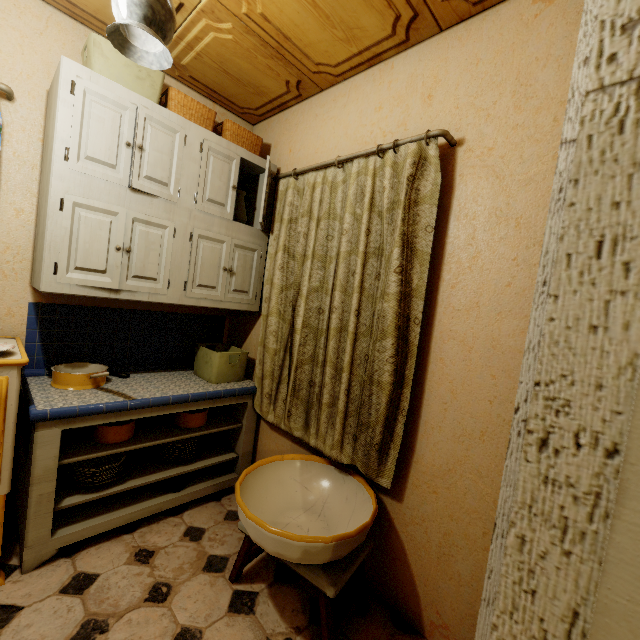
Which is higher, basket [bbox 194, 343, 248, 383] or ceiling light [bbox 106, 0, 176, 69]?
ceiling light [bbox 106, 0, 176, 69]

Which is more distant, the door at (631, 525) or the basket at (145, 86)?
the basket at (145, 86)

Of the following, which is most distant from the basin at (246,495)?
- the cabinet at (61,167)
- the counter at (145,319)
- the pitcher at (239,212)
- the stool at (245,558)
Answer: the pitcher at (239,212)

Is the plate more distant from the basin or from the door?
the door

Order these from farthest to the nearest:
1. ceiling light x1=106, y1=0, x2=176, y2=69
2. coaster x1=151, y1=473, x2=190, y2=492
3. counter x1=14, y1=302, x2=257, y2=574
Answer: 1. coaster x1=151, y1=473, x2=190, y2=492
2. counter x1=14, y1=302, x2=257, y2=574
3. ceiling light x1=106, y1=0, x2=176, y2=69

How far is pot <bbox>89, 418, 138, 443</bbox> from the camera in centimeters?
183cm

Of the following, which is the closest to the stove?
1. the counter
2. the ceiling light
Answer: the counter

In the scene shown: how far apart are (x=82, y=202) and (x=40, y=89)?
0.8 meters
